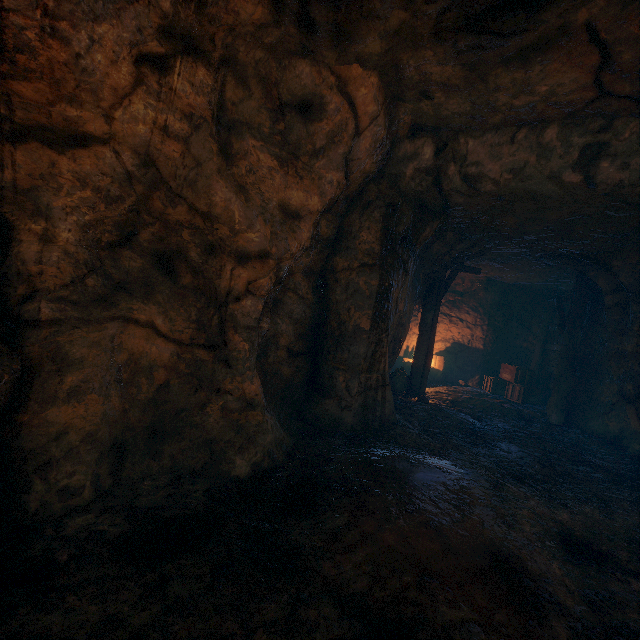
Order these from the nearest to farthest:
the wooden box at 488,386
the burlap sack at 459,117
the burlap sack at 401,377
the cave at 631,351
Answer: the burlap sack at 459,117 → the cave at 631,351 → the burlap sack at 401,377 → the wooden box at 488,386

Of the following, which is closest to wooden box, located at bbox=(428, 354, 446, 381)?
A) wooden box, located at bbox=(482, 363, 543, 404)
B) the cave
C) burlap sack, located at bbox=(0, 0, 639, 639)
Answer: the cave

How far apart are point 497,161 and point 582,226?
2.76m

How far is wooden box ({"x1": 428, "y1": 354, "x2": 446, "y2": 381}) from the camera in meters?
13.5 m

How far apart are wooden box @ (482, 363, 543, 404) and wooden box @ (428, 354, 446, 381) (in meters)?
1.57

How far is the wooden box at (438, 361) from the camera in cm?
1351

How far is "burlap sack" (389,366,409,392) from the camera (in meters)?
9.77

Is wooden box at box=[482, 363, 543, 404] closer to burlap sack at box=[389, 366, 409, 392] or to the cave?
the cave
